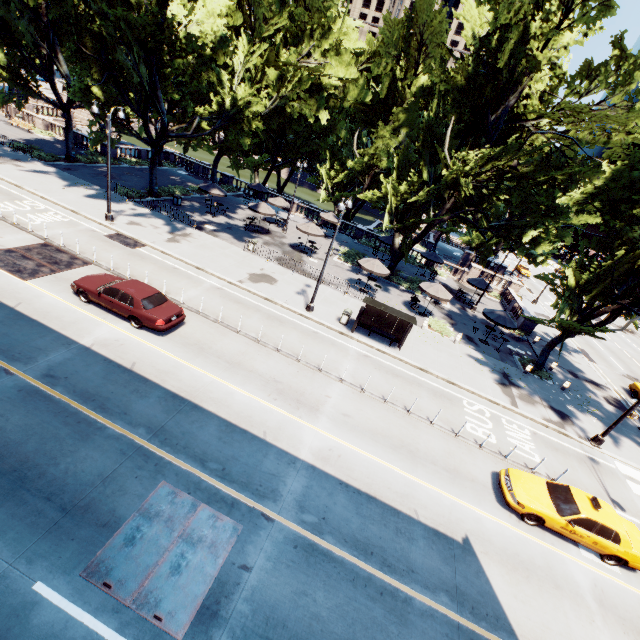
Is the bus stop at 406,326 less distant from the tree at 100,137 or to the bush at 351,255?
the tree at 100,137

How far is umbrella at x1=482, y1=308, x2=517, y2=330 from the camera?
24.12m

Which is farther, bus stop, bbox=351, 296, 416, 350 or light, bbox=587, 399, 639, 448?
bus stop, bbox=351, 296, 416, 350

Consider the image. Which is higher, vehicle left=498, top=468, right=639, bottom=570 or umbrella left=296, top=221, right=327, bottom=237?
umbrella left=296, top=221, right=327, bottom=237

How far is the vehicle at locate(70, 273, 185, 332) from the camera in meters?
14.3 m

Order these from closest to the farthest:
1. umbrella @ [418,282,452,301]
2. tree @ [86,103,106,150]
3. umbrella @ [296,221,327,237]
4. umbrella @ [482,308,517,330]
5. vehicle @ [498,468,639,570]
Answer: vehicle @ [498,468,639,570]
umbrella @ [482,308,517,330]
umbrella @ [418,282,452,301]
tree @ [86,103,106,150]
umbrella @ [296,221,327,237]

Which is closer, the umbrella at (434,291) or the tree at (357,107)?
the tree at (357,107)

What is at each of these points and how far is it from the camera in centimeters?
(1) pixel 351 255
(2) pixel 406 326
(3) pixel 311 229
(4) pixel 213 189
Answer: (1) bush, 3419cm
(2) bus stop, 2005cm
(3) umbrella, 2961cm
(4) umbrella, 3106cm
